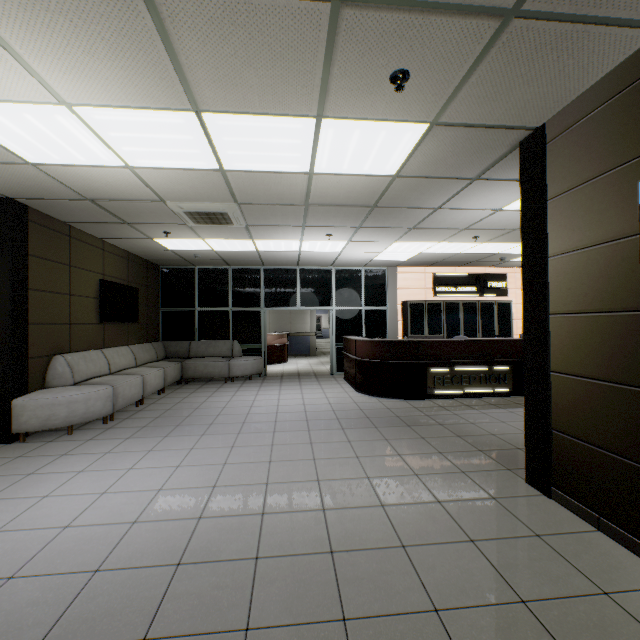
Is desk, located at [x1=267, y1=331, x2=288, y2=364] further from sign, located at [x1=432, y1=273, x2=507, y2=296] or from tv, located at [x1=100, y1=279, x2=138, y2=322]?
sign, located at [x1=432, y1=273, x2=507, y2=296]

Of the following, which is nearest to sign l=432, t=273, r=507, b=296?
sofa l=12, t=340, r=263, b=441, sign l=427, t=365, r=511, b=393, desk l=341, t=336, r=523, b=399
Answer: desk l=341, t=336, r=523, b=399

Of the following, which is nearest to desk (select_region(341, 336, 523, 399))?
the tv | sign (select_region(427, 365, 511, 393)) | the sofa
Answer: sign (select_region(427, 365, 511, 393))

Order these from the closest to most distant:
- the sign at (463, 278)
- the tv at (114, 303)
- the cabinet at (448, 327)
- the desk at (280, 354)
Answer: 1. the tv at (114, 303)
2. the cabinet at (448, 327)
3. the sign at (463, 278)
4. the desk at (280, 354)

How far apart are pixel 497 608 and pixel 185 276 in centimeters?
953cm

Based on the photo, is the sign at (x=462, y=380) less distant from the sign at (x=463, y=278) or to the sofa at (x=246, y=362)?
the sign at (x=463, y=278)

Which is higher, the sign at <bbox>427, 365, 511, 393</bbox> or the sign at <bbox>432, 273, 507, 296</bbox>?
the sign at <bbox>432, 273, 507, 296</bbox>

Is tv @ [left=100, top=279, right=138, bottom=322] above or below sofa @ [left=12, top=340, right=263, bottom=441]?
above
